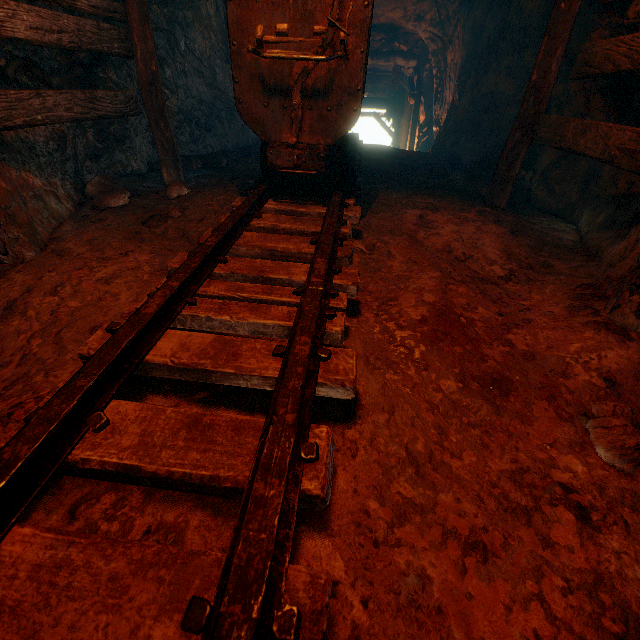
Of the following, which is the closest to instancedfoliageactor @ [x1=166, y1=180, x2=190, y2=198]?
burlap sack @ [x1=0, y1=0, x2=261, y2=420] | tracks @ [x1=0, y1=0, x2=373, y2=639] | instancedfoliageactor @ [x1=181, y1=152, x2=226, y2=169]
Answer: burlap sack @ [x1=0, y1=0, x2=261, y2=420]

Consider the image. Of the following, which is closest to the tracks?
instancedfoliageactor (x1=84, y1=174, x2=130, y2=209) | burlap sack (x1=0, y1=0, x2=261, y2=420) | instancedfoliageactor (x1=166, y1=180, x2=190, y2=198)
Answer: burlap sack (x1=0, y1=0, x2=261, y2=420)

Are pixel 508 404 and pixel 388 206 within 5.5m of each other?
yes

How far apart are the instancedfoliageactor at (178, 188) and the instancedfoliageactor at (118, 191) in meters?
0.4

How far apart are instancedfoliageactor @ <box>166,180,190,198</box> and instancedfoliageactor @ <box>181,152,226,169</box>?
1.51m

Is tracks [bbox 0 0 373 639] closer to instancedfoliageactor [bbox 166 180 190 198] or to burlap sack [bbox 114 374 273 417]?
burlap sack [bbox 114 374 273 417]

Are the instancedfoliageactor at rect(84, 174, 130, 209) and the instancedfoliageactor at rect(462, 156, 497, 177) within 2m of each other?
no

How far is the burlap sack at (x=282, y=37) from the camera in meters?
2.2 m
